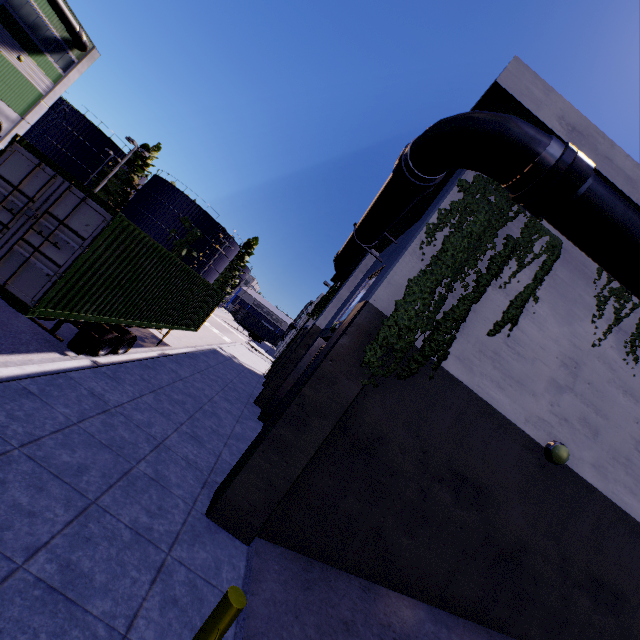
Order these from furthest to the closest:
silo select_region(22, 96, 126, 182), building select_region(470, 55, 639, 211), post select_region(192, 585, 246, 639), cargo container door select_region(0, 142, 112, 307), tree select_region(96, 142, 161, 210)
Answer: tree select_region(96, 142, 161, 210)
silo select_region(22, 96, 126, 182)
building select_region(470, 55, 639, 211)
cargo container door select_region(0, 142, 112, 307)
post select_region(192, 585, 246, 639)

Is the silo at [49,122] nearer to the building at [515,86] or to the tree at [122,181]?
the tree at [122,181]

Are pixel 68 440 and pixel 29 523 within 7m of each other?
yes

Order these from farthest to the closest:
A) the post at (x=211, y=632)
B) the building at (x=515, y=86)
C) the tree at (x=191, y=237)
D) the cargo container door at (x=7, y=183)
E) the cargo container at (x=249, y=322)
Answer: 1. the cargo container at (x=249, y=322)
2. the tree at (x=191, y=237)
3. the building at (x=515, y=86)
4. the cargo container door at (x=7, y=183)
5. the post at (x=211, y=632)

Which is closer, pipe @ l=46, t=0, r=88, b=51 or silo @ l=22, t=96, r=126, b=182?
pipe @ l=46, t=0, r=88, b=51

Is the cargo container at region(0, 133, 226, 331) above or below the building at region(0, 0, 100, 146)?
below

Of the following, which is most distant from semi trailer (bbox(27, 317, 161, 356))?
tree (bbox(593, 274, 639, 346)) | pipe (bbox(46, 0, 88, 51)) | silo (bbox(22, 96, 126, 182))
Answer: pipe (bbox(46, 0, 88, 51))

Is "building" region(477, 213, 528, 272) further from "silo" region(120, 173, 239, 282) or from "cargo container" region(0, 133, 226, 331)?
"silo" region(120, 173, 239, 282)
